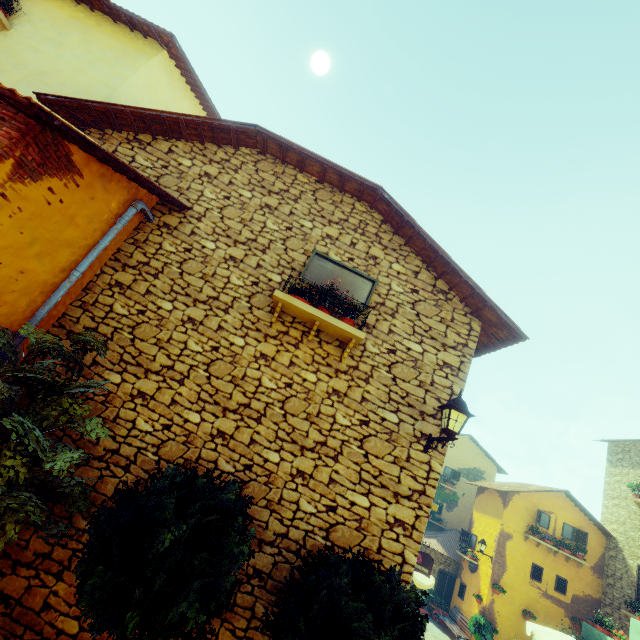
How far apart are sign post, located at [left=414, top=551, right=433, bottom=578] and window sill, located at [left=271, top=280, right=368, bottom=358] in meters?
8.9 m

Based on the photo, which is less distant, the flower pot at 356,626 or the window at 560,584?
the flower pot at 356,626

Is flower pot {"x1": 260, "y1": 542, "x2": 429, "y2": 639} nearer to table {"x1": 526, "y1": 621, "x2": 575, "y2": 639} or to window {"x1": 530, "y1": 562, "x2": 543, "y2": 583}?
window {"x1": 530, "y1": 562, "x2": 543, "y2": 583}

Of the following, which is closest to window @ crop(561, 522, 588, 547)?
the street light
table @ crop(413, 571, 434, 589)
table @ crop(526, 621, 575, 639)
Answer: the street light

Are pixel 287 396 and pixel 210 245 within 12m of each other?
yes

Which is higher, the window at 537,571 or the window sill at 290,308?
the window sill at 290,308

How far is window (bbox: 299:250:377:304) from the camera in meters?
5.5 m

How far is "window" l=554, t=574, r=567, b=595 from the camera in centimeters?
1581cm
